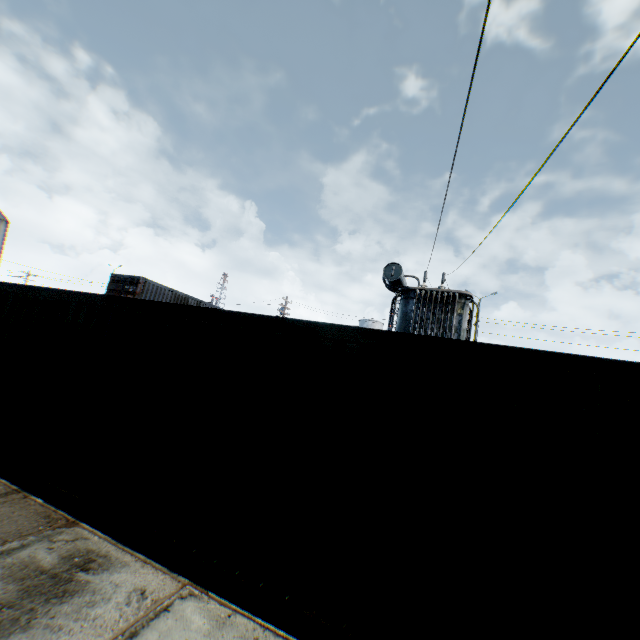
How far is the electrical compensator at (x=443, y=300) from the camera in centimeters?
1193cm

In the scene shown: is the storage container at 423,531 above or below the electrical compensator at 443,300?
below

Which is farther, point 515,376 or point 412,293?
point 412,293

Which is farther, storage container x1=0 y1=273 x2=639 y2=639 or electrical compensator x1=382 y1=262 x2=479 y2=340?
electrical compensator x1=382 y1=262 x2=479 y2=340

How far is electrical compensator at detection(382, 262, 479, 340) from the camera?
11.9m

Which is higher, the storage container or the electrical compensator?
the electrical compensator
